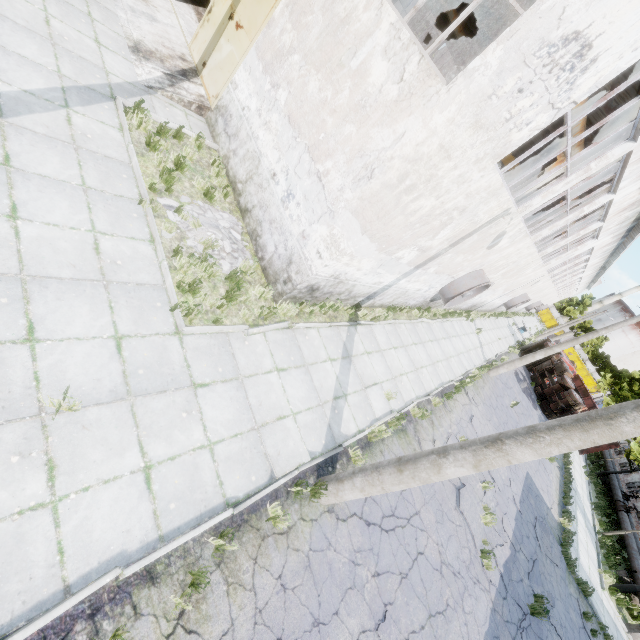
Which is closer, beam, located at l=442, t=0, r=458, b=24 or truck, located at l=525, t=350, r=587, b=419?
beam, located at l=442, t=0, r=458, b=24

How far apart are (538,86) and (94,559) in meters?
8.5 m

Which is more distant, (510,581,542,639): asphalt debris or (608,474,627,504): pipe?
(608,474,627,504): pipe

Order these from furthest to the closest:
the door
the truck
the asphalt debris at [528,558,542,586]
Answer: the truck → the asphalt debris at [528,558,542,586] → the door

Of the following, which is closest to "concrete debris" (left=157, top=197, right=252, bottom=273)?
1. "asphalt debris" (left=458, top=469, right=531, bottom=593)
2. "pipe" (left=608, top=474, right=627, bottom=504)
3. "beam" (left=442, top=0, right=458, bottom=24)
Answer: "asphalt debris" (left=458, top=469, right=531, bottom=593)

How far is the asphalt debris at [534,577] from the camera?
11.0m

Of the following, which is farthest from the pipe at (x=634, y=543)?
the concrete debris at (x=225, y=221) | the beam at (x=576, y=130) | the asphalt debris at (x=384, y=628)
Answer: the beam at (x=576, y=130)

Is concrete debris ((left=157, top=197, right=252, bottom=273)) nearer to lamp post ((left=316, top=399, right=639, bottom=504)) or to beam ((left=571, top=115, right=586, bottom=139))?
lamp post ((left=316, top=399, right=639, bottom=504))
